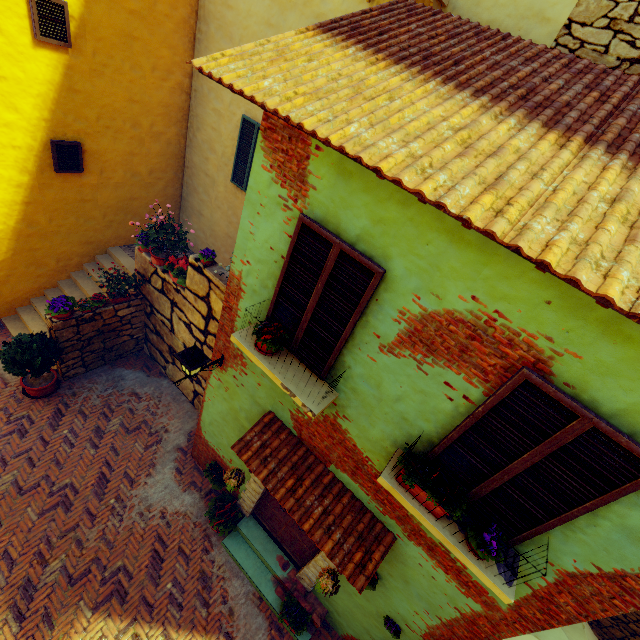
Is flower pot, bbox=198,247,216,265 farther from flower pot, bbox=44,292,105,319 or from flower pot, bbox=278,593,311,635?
flower pot, bbox=278,593,311,635

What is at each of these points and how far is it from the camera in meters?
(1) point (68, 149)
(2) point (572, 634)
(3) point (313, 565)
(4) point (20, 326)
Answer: (1) window, 7.5
(2) table, 5.1
(3) stone doorway, 5.8
(4) stair, 8.6

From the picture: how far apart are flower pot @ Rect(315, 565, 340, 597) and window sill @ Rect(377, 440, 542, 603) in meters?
2.2

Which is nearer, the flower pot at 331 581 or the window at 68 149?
the flower pot at 331 581

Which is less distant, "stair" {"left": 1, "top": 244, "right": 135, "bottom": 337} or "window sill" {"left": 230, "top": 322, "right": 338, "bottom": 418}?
"window sill" {"left": 230, "top": 322, "right": 338, "bottom": 418}

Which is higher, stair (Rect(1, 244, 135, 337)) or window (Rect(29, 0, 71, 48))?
window (Rect(29, 0, 71, 48))

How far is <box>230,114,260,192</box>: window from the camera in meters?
7.8 m

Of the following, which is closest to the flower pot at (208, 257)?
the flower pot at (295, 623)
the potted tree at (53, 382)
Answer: the potted tree at (53, 382)
